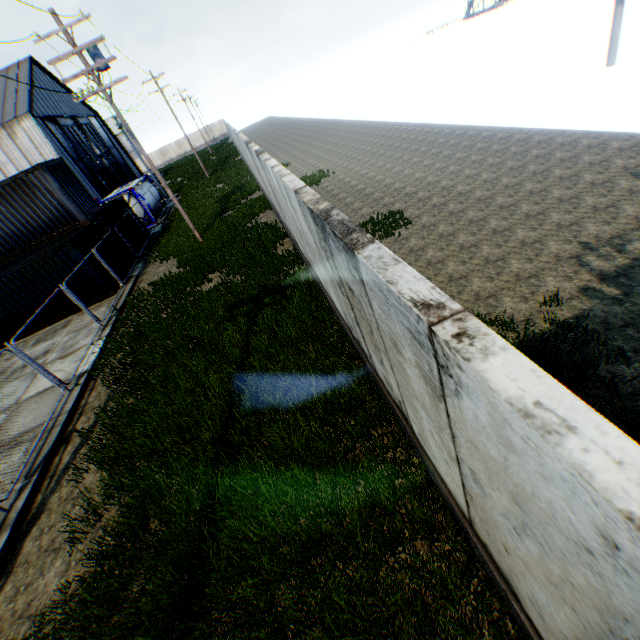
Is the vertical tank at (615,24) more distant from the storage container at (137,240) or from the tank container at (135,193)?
the tank container at (135,193)

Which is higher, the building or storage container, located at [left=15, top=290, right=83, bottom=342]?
the building

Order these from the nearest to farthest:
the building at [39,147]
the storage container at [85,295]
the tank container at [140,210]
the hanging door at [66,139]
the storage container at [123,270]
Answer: the storage container at [85,295]
the storage container at [123,270]
the tank container at [140,210]
the building at [39,147]
the hanging door at [66,139]

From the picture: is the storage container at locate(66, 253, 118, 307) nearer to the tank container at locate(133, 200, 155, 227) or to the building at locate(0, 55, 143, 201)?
the tank container at locate(133, 200, 155, 227)

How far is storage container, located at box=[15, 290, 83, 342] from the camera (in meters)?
15.35

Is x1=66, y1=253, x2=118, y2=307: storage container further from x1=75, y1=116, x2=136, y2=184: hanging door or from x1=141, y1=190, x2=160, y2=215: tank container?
x1=75, y1=116, x2=136, y2=184: hanging door

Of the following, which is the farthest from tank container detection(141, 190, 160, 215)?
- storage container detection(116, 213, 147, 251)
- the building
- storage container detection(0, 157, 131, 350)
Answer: storage container detection(0, 157, 131, 350)

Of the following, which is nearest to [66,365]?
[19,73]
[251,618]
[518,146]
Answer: [251,618]
